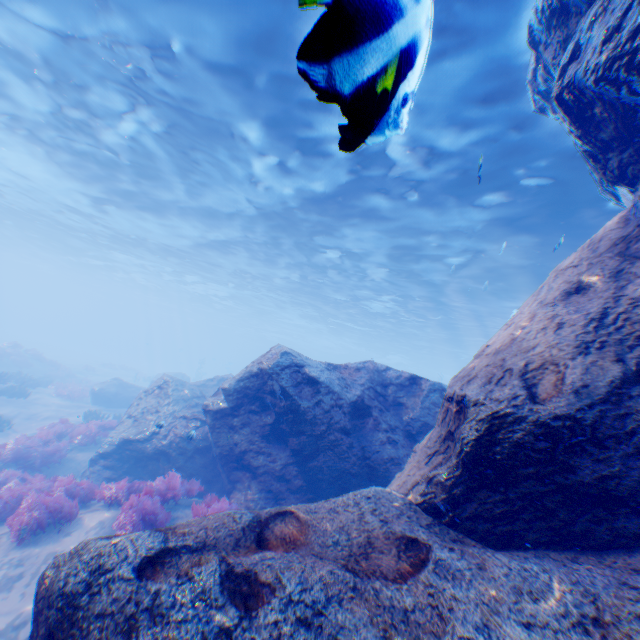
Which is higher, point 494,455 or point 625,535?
point 494,455

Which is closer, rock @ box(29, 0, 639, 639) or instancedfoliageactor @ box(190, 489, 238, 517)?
rock @ box(29, 0, 639, 639)

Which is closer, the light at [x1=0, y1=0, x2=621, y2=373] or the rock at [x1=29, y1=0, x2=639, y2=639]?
the rock at [x1=29, y1=0, x2=639, y2=639]

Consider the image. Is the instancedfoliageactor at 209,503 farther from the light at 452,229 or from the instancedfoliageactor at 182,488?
the light at 452,229

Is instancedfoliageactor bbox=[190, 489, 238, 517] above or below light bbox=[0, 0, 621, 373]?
below

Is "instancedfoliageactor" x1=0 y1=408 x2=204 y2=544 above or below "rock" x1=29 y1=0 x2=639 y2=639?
below

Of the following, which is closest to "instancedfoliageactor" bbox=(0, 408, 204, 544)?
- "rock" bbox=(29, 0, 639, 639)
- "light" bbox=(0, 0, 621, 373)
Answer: "rock" bbox=(29, 0, 639, 639)

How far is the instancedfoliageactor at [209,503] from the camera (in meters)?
6.74
